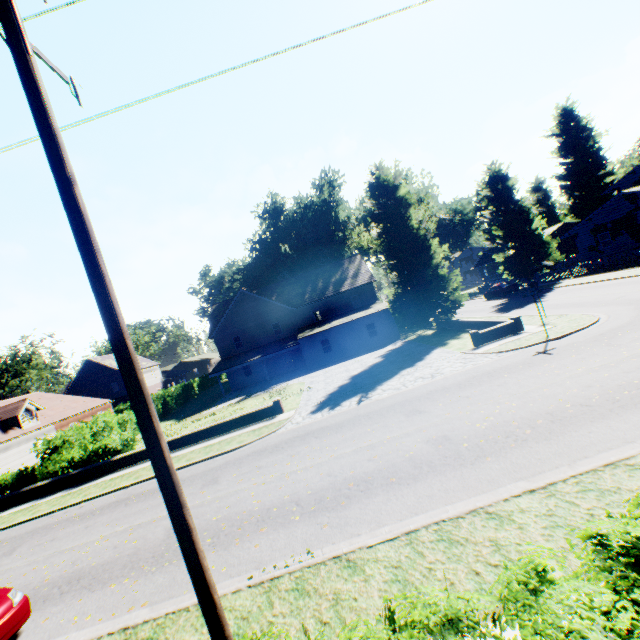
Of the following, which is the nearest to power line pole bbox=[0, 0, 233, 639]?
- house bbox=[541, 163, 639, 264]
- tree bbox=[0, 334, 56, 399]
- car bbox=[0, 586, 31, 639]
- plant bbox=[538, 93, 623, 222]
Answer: car bbox=[0, 586, 31, 639]

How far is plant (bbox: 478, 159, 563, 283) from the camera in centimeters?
3712cm

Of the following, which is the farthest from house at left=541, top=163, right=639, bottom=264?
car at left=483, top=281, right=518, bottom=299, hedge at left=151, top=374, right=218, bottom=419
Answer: hedge at left=151, top=374, right=218, bottom=419

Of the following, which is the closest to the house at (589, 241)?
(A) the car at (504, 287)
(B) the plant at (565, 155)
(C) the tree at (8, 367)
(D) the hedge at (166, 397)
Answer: (B) the plant at (565, 155)

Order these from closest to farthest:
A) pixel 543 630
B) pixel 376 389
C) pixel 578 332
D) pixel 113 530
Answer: pixel 543 630 < pixel 113 530 < pixel 578 332 < pixel 376 389

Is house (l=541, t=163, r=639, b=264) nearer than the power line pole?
No

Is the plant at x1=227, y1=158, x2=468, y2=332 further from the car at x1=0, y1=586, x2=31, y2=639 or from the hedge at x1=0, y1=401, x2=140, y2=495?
the car at x1=0, y1=586, x2=31, y2=639

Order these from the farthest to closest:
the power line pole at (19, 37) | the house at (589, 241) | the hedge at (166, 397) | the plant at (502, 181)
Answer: the plant at (502, 181) < the hedge at (166, 397) < the house at (589, 241) < the power line pole at (19, 37)
